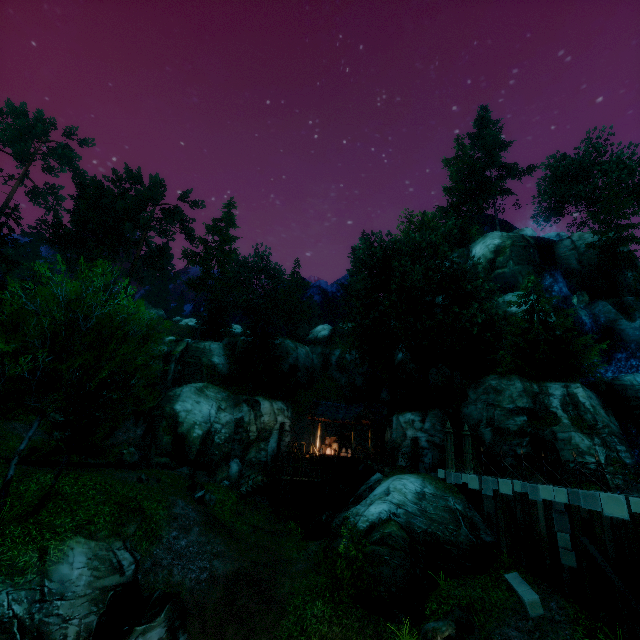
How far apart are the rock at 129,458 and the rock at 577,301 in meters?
43.2 m

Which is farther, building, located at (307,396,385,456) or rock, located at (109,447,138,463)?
building, located at (307,396,385,456)

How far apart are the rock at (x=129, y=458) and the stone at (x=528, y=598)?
24.4 meters

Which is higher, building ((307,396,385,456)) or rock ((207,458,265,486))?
building ((307,396,385,456))

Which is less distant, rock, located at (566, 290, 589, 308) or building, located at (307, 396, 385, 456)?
building, located at (307, 396, 385, 456)

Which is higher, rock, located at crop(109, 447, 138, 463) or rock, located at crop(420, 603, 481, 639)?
rock, located at crop(109, 447, 138, 463)

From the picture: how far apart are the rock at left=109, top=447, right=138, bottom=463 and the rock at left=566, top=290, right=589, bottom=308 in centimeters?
4316cm

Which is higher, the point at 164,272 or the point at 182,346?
the point at 164,272
